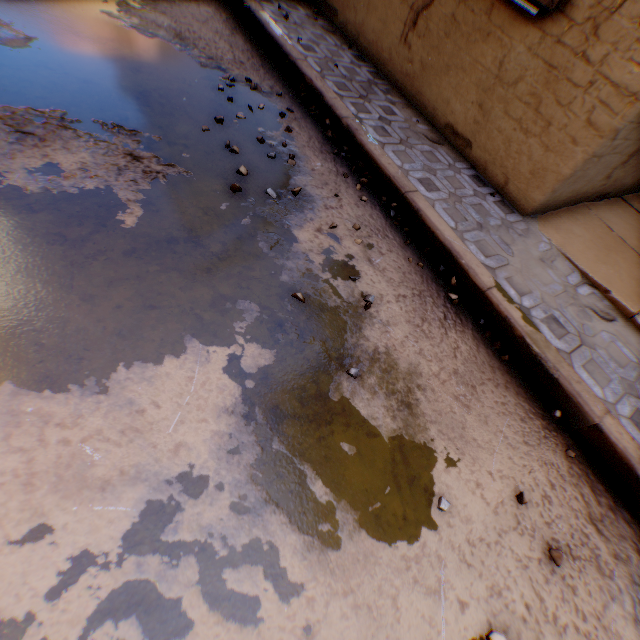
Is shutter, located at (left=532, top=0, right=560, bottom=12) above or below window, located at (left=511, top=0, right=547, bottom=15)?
above

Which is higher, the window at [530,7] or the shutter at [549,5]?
the shutter at [549,5]

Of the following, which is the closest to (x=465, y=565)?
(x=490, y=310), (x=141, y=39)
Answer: (x=490, y=310)
